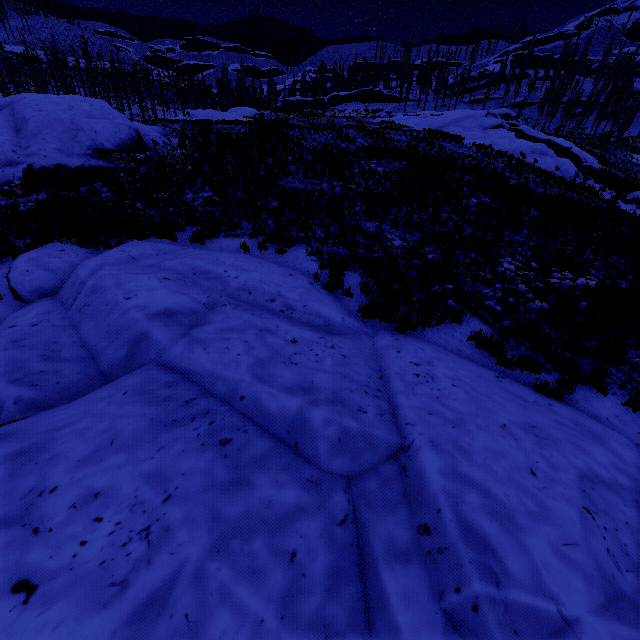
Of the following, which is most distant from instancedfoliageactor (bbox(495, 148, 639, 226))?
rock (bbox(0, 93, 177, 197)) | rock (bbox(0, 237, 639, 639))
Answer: rock (bbox(0, 93, 177, 197))

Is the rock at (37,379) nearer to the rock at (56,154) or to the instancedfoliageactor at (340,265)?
the instancedfoliageactor at (340,265)

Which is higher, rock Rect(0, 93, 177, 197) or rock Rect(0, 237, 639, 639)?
rock Rect(0, 93, 177, 197)

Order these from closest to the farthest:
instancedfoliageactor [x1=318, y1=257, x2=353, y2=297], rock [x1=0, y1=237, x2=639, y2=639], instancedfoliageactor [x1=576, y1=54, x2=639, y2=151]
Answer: rock [x1=0, y1=237, x2=639, y2=639], instancedfoliageactor [x1=318, y1=257, x2=353, y2=297], instancedfoliageactor [x1=576, y1=54, x2=639, y2=151]

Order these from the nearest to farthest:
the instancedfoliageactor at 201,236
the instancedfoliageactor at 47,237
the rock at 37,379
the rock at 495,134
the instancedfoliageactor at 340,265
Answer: the rock at 37,379, the instancedfoliageactor at 340,265, the instancedfoliageactor at 47,237, the instancedfoliageactor at 201,236, the rock at 495,134

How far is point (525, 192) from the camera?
14.9m

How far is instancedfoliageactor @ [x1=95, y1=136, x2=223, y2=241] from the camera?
10.7m

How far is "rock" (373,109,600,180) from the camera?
27.6m
